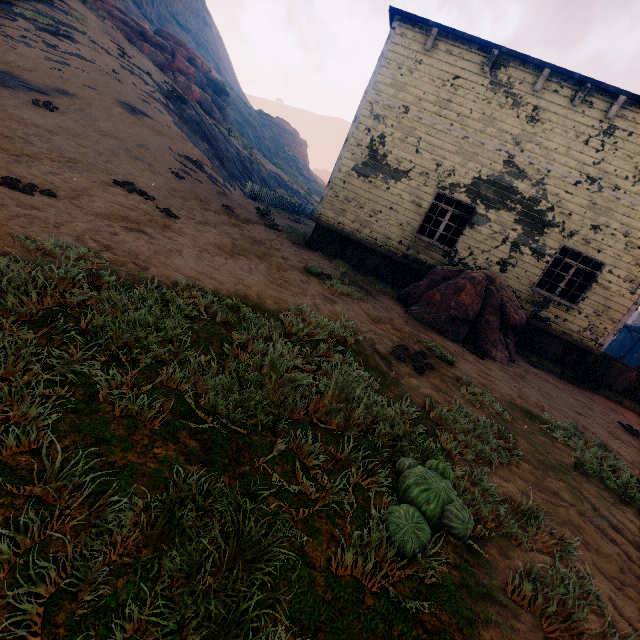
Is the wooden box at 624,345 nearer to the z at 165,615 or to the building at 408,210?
the building at 408,210

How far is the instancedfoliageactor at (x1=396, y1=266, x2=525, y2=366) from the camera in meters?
7.3 m

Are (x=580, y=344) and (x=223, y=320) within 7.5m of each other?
no

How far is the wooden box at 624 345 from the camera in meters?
A: 36.6 m

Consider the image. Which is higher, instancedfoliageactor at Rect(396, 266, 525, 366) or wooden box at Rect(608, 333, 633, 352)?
wooden box at Rect(608, 333, 633, 352)

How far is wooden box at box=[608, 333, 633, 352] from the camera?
36.6m

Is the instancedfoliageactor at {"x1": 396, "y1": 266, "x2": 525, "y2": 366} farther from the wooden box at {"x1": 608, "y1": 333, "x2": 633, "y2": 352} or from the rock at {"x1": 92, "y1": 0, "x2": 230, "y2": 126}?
the wooden box at {"x1": 608, "y1": 333, "x2": 633, "y2": 352}

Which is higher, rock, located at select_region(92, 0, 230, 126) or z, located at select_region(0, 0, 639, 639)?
rock, located at select_region(92, 0, 230, 126)
